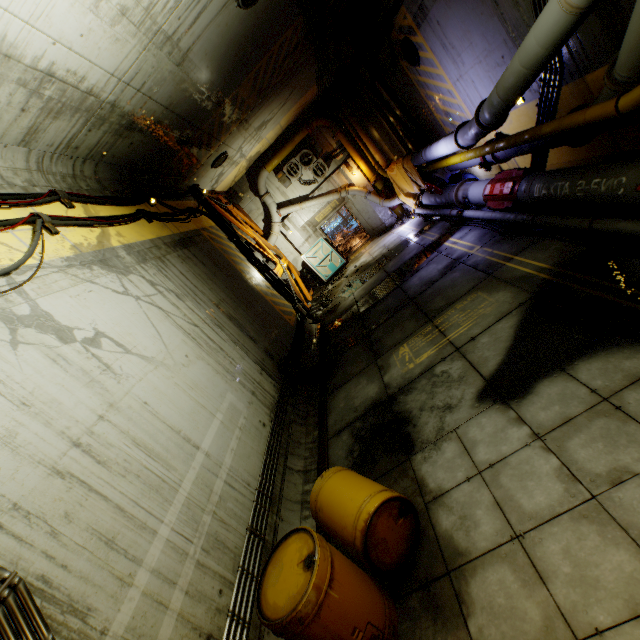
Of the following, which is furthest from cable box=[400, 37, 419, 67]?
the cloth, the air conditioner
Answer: the air conditioner

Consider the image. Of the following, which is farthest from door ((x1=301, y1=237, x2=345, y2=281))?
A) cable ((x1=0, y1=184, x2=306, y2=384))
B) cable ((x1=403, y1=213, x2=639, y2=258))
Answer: cable ((x1=403, y1=213, x2=639, y2=258))

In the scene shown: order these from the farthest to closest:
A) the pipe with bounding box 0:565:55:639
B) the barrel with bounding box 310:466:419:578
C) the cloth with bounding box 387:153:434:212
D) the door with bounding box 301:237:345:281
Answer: the door with bounding box 301:237:345:281 → the cloth with bounding box 387:153:434:212 → the barrel with bounding box 310:466:419:578 → the pipe with bounding box 0:565:55:639

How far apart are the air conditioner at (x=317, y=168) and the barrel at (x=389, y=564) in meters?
15.1

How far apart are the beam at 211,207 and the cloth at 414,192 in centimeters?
642cm

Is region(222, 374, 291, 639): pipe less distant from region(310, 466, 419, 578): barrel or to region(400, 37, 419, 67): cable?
region(310, 466, 419, 578): barrel

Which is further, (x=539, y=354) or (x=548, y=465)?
(x=539, y=354)

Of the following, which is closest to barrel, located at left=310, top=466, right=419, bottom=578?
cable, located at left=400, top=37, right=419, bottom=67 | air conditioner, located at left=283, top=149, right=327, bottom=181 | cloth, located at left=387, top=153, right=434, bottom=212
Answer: cable, located at left=400, top=37, right=419, bottom=67
